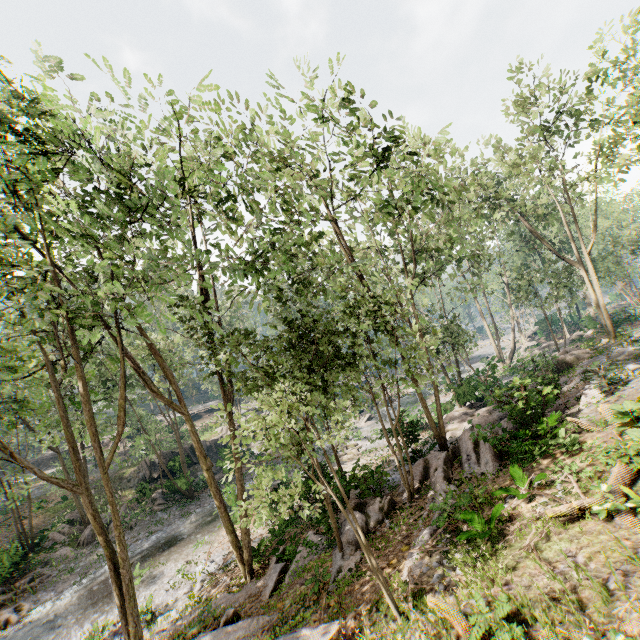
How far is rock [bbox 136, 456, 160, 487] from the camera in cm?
3088

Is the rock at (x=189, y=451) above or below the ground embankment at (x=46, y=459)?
below

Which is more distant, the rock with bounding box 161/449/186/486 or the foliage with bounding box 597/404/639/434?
the rock with bounding box 161/449/186/486

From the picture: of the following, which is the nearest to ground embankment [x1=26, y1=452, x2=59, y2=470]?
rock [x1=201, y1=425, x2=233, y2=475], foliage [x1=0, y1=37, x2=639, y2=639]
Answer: foliage [x1=0, y1=37, x2=639, y2=639]

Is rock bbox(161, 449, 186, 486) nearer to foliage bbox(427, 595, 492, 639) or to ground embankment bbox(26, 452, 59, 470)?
foliage bbox(427, 595, 492, 639)

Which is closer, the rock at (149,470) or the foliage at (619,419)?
the foliage at (619,419)

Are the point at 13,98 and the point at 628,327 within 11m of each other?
no
